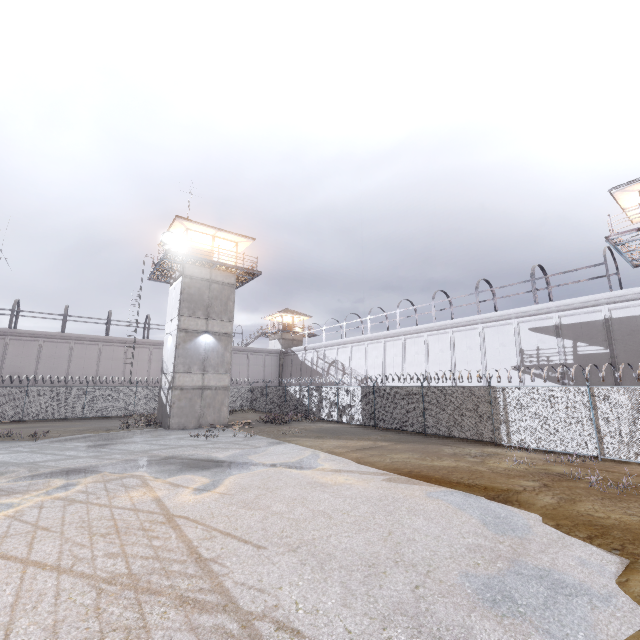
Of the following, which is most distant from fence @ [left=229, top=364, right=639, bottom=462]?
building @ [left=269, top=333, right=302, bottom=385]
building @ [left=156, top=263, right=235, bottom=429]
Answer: building @ [left=269, top=333, right=302, bottom=385]

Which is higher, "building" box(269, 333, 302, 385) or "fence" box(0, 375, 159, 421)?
"building" box(269, 333, 302, 385)

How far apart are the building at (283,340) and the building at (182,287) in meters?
23.6

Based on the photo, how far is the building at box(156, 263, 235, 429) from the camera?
22.08m

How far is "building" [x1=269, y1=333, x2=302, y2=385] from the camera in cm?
4812

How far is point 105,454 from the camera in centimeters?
1370cm

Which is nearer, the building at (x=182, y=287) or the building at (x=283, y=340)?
the building at (x=182, y=287)
